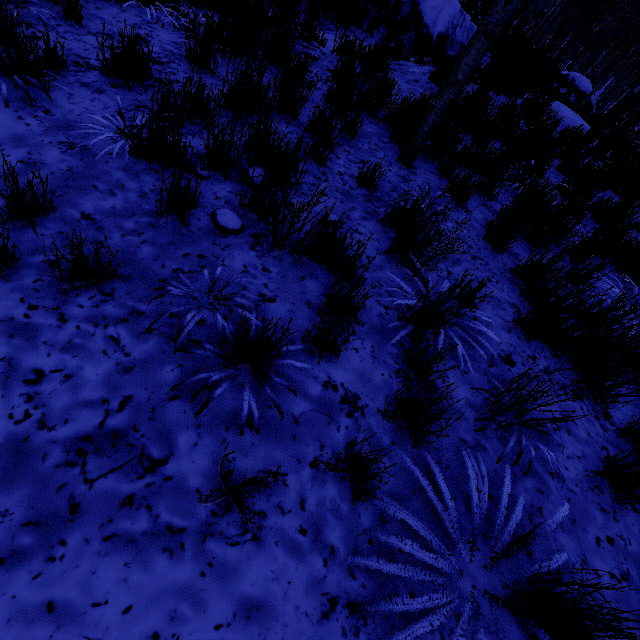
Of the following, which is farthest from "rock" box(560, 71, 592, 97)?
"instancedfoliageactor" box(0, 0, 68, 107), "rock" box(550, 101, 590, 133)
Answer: "rock" box(550, 101, 590, 133)

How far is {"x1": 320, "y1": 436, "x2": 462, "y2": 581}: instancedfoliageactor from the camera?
1.4 meters

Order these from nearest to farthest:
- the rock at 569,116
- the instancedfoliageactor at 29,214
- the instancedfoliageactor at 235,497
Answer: the instancedfoliageactor at 235,497, the instancedfoliageactor at 29,214, the rock at 569,116

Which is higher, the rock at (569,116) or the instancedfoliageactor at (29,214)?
the rock at (569,116)

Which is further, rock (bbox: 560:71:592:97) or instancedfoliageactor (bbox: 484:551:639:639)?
rock (bbox: 560:71:592:97)

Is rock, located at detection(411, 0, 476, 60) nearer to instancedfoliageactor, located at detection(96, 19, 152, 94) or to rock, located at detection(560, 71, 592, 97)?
instancedfoliageactor, located at detection(96, 19, 152, 94)

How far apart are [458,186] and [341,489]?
3.4 meters
